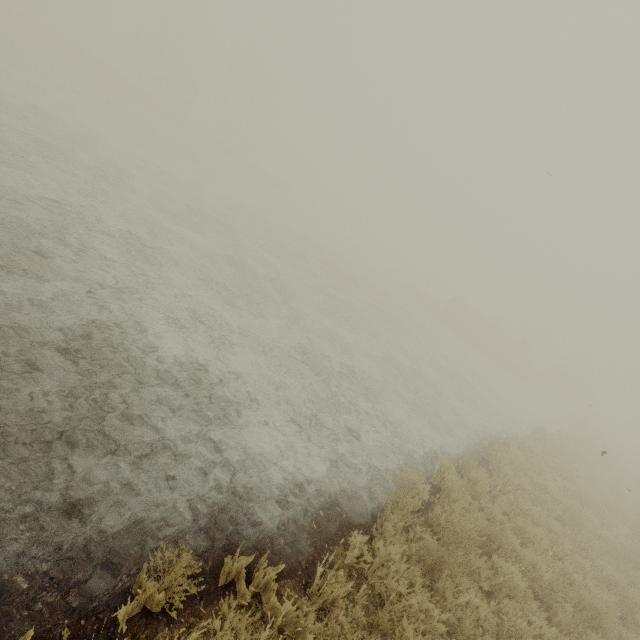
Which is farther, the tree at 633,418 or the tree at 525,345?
the tree at 633,418

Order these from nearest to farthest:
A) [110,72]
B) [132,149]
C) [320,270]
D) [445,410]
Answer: [445,410], [132,149], [320,270], [110,72]

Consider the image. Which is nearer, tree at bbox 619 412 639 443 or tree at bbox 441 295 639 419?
tree at bbox 441 295 639 419
